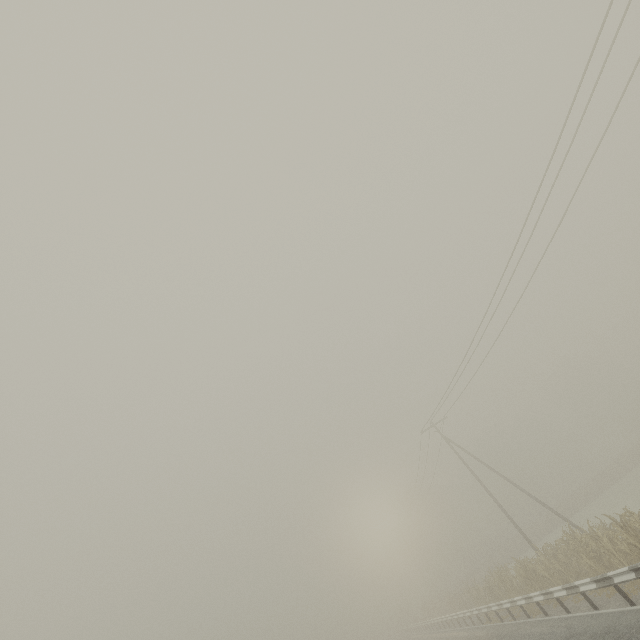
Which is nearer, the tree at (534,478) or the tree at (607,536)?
the tree at (607,536)

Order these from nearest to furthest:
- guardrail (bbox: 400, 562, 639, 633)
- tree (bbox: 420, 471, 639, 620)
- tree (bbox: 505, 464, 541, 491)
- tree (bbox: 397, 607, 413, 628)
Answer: guardrail (bbox: 400, 562, 639, 633) → tree (bbox: 420, 471, 639, 620) → tree (bbox: 397, 607, 413, 628) → tree (bbox: 505, 464, 541, 491)

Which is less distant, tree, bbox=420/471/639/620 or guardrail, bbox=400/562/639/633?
guardrail, bbox=400/562/639/633

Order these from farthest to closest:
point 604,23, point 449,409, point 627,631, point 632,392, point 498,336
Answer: point 632,392, point 449,409, point 498,336, point 604,23, point 627,631

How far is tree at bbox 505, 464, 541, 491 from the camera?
57.0 meters

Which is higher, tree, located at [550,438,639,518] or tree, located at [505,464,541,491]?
tree, located at [505,464,541,491]

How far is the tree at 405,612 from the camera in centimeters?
5512cm

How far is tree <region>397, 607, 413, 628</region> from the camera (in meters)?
55.12
